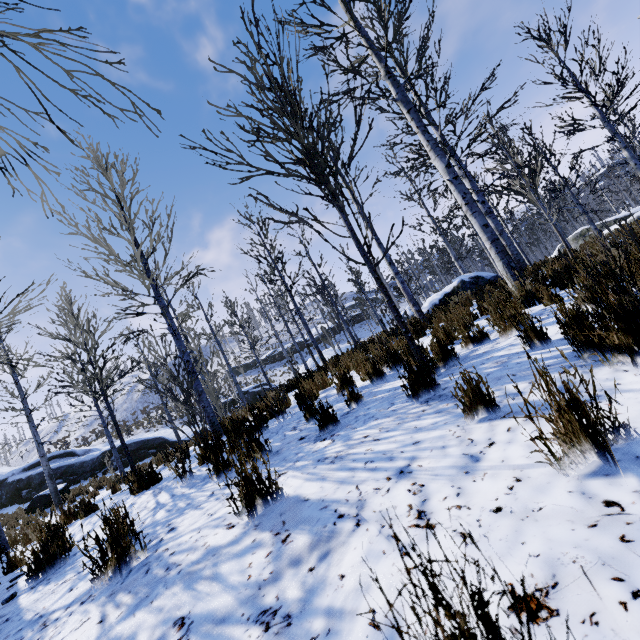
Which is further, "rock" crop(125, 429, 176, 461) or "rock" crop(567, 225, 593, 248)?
"rock" crop(125, 429, 176, 461)

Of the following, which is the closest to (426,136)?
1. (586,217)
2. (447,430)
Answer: (447,430)

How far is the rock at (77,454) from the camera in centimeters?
2133cm

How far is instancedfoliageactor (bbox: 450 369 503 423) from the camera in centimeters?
196cm

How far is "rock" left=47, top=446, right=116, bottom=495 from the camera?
21.3 meters

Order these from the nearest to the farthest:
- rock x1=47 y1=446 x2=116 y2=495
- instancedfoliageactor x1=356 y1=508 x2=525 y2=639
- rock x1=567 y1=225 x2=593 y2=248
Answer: instancedfoliageactor x1=356 y1=508 x2=525 y2=639, rock x1=567 y1=225 x2=593 y2=248, rock x1=47 y1=446 x2=116 y2=495

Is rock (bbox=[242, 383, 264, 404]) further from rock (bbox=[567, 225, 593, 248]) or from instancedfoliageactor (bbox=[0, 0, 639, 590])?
rock (bbox=[567, 225, 593, 248])

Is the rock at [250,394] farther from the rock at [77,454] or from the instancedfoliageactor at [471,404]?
the rock at [77,454]
